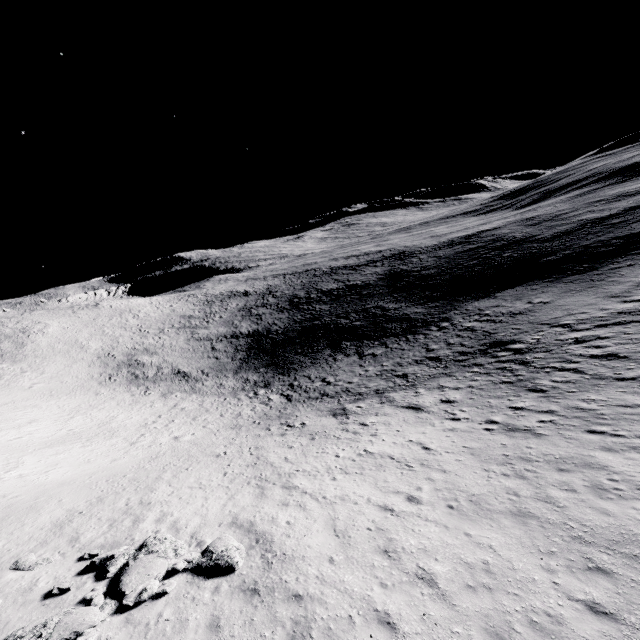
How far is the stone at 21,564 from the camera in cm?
1108

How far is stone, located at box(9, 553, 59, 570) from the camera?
11.1m

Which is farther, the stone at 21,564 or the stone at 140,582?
the stone at 21,564

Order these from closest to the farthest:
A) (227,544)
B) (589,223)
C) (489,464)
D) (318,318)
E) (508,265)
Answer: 1. (227,544)
2. (489,464)
3. (508,265)
4. (589,223)
5. (318,318)

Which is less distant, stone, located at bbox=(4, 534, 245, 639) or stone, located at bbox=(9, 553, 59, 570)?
stone, located at bbox=(4, 534, 245, 639)
